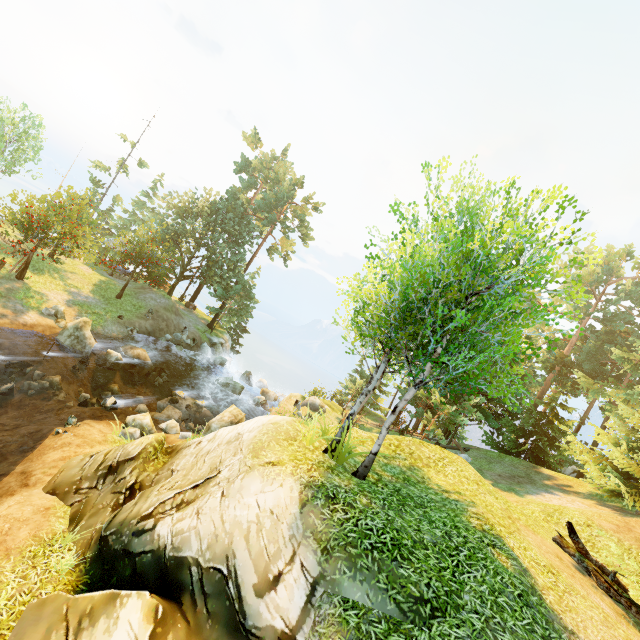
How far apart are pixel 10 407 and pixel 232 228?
27.1m

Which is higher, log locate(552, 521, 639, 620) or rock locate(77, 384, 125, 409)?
log locate(552, 521, 639, 620)

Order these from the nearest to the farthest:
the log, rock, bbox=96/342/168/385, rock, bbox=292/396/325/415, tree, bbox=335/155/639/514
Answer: tree, bbox=335/155/639/514, the log, rock, bbox=96/342/168/385, rock, bbox=292/396/325/415

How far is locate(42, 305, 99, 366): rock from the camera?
19.6m

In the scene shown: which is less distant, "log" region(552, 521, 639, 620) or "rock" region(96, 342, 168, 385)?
"log" region(552, 521, 639, 620)

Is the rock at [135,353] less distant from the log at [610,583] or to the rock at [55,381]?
the rock at [55,381]

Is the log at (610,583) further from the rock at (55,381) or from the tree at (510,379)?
the rock at (55,381)

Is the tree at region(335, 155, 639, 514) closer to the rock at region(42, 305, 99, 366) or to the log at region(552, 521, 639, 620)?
the log at region(552, 521, 639, 620)
